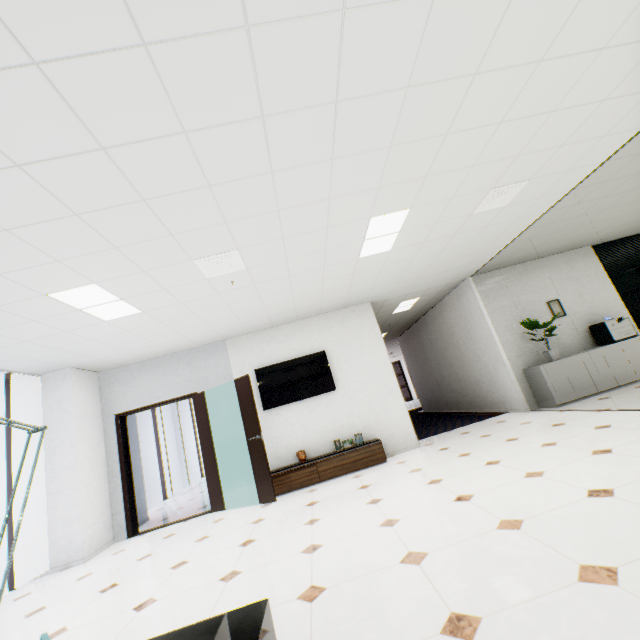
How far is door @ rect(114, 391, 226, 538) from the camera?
5.57m

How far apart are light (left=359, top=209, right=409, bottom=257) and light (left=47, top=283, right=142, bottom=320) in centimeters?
301cm

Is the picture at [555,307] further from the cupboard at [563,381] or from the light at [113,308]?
the light at [113,308]

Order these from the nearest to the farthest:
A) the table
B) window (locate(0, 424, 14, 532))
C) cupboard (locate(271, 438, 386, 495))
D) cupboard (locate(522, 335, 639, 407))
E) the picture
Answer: the table, window (locate(0, 424, 14, 532)), cupboard (locate(271, 438, 386, 495)), cupboard (locate(522, 335, 639, 407)), the picture

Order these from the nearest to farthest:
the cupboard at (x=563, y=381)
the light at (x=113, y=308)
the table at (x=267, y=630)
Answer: the table at (x=267, y=630) < the light at (x=113, y=308) < the cupboard at (x=563, y=381)

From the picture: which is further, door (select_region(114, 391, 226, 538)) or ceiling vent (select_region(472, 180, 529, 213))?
door (select_region(114, 391, 226, 538))

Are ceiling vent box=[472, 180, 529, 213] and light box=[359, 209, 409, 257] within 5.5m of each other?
yes

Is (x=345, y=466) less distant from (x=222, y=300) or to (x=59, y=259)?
(x=222, y=300)
